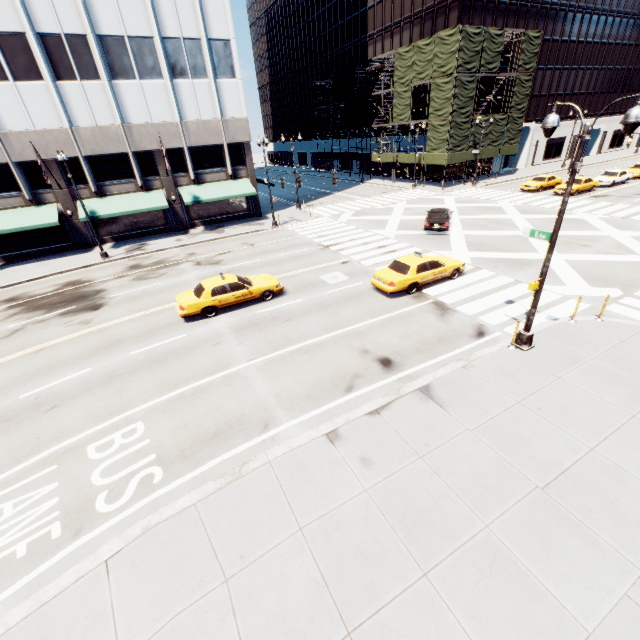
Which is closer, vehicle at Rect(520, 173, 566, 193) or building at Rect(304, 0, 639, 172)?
vehicle at Rect(520, 173, 566, 193)

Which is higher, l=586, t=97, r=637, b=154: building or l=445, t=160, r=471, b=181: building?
l=586, t=97, r=637, b=154: building

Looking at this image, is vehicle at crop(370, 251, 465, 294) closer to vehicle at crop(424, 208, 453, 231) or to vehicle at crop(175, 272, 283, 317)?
vehicle at crop(175, 272, 283, 317)

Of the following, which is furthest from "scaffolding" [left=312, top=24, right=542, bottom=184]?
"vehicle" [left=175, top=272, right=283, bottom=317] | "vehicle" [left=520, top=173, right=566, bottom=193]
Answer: "vehicle" [left=175, top=272, right=283, bottom=317]

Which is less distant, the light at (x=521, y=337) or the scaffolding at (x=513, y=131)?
the light at (x=521, y=337)

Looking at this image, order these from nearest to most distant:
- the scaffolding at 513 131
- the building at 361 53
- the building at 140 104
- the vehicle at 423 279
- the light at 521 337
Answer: the light at 521 337 < the vehicle at 423 279 < the building at 140 104 < the scaffolding at 513 131 < the building at 361 53

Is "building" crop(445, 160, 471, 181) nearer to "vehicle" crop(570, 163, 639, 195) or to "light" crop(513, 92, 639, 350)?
"vehicle" crop(570, 163, 639, 195)

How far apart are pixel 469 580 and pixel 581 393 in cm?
668
